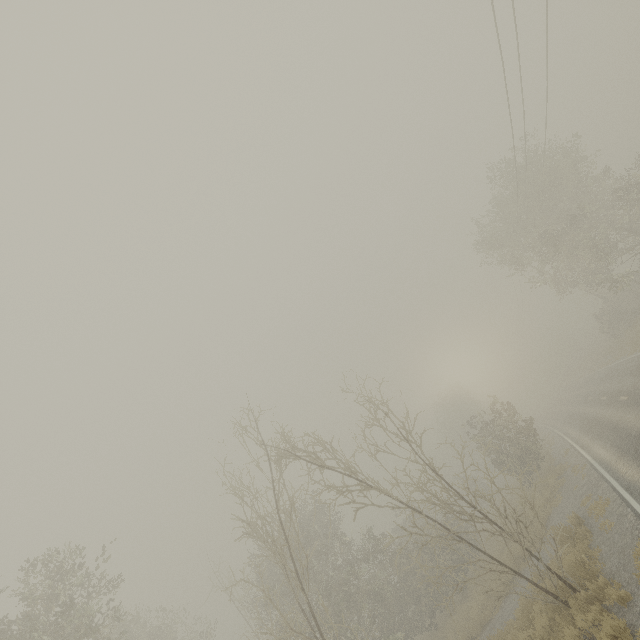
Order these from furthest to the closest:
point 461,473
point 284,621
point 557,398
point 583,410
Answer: point 557,398
point 583,410
point 461,473
point 284,621

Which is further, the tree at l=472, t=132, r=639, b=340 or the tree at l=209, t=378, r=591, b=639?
the tree at l=472, t=132, r=639, b=340

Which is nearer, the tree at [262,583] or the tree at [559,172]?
the tree at [262,583]
